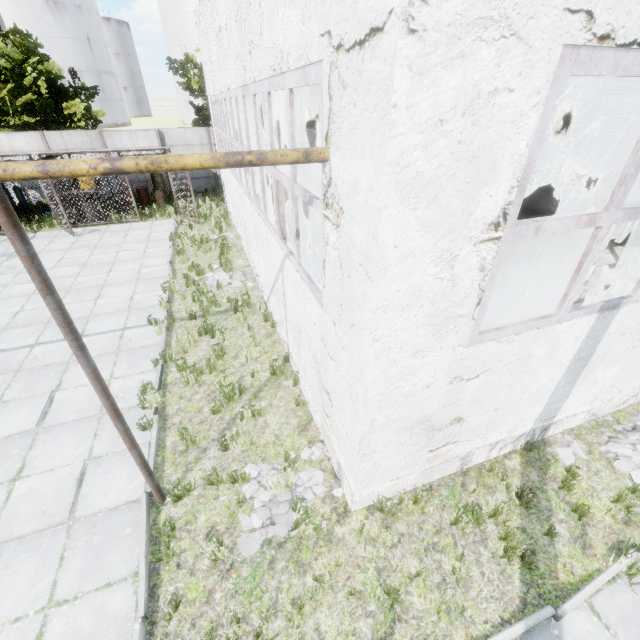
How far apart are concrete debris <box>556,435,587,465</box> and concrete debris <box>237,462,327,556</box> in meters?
3.8 m

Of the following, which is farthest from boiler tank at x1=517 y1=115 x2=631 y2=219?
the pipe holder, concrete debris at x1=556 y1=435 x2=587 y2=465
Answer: the pipe holder

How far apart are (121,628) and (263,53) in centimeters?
736cm

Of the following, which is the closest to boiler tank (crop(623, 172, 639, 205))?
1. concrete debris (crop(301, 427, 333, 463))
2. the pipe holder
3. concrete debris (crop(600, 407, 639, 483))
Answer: concrete debris (crop(600, 407, 639, 483))

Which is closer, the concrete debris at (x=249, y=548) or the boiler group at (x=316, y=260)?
the concrete debris at (x=249, y=548)

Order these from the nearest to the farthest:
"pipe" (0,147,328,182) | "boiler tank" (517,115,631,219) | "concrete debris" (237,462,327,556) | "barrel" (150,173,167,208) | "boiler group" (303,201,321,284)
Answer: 1. "pipe" (0,147,328,182)
2. "concrete debris" (237,462,327,556)
3. "boiler group" (303,201,321,284)
4. "boiler tank" (517,115,631,219)
5. "barrel" (150,173,167,208)

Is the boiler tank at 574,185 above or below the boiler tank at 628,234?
above

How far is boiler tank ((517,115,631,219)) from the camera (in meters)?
11.98
